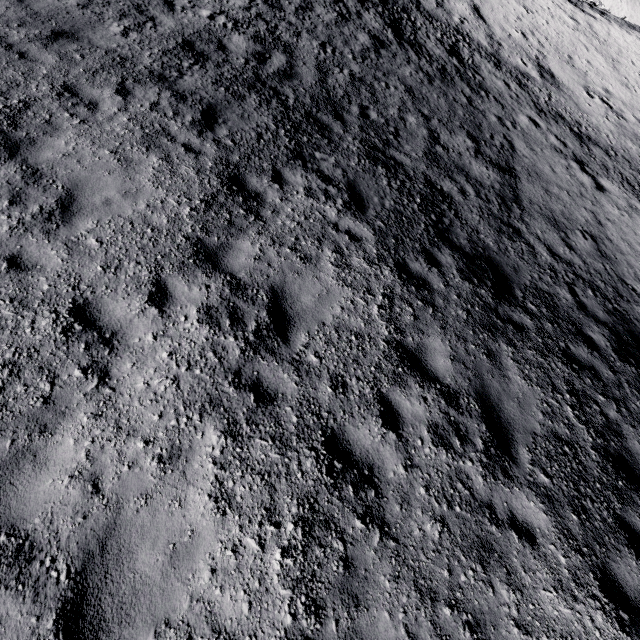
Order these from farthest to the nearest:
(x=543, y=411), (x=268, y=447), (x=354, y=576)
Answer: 1. (x=543, y=411)
2. (x=268, y=447)
3. (x=354, y=576)
